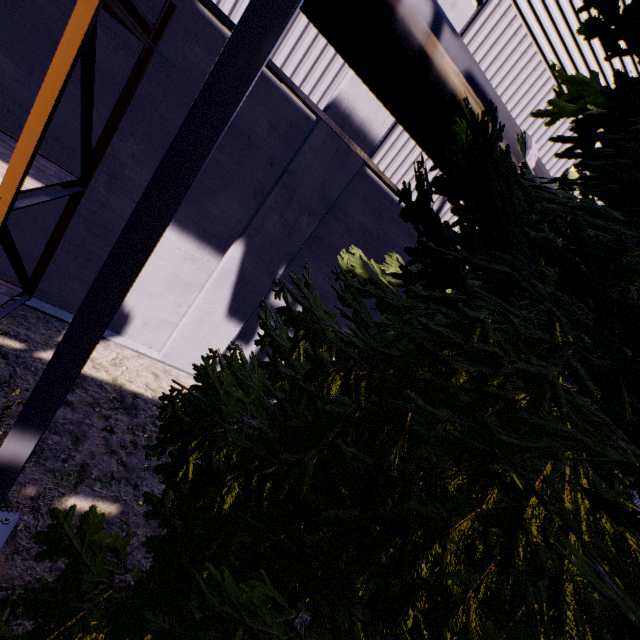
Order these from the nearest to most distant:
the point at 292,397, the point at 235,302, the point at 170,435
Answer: the point at 292,397 → the point at 170,435 → the point at 235,302

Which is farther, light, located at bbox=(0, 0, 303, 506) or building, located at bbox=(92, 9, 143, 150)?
building, located at bbox=(92, 9, 143, 150)

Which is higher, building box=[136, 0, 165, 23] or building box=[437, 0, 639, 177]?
building box=[437, 0, 639, 177]

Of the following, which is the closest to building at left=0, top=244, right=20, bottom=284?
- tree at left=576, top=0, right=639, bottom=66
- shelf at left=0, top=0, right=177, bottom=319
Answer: shelf at left=0, top=0, right=177, bottom=319

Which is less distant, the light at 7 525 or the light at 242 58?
the light at 242 58

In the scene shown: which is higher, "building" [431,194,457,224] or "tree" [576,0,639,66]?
"tree" [576,0,639,66]

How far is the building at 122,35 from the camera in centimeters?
400cm

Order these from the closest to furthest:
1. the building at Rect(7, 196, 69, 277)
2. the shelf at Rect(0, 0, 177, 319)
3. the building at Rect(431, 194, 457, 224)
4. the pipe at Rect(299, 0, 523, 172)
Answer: the shelf at Rect(0, 0, 177, 319), the pipe at Rect(299, 0, 523, 172), the building at Rect(7, 196, 69, 277), the building at Rect(431, 194, 457, 224)
